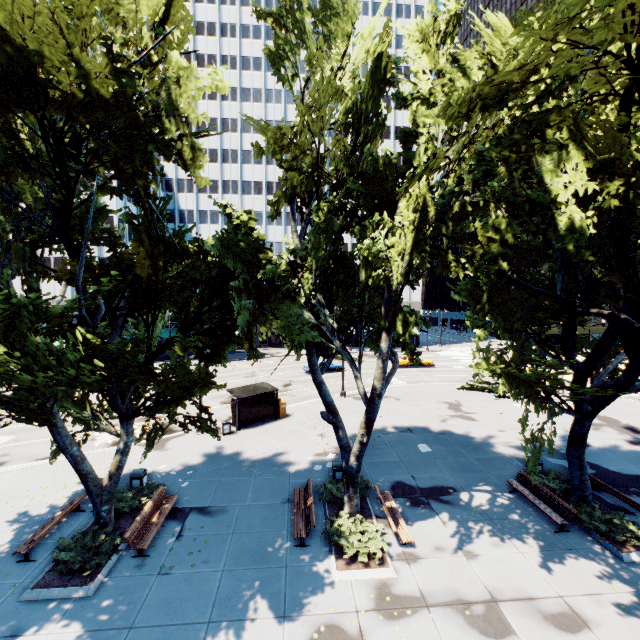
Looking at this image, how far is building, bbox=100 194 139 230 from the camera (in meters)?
42.25

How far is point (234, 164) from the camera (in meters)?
58.62

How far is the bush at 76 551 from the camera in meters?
9.9

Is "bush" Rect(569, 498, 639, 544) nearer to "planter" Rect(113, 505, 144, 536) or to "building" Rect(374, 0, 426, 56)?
"planter" Rect(113, 505, 144, 536)

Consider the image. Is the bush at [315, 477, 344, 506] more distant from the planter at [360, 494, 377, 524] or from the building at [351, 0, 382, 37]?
the building at [351, 0, 382, 37]

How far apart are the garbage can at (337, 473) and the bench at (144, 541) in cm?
673

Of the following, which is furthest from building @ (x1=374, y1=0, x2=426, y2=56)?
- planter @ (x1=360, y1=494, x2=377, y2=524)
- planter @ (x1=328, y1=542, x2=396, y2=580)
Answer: planter @ (x1=328, y1=542, x2=396, y2=580)

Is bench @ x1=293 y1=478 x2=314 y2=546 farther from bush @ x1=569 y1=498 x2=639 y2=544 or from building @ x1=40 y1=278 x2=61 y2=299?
building @ x1=40 y1=278 x2=61 y2=299
